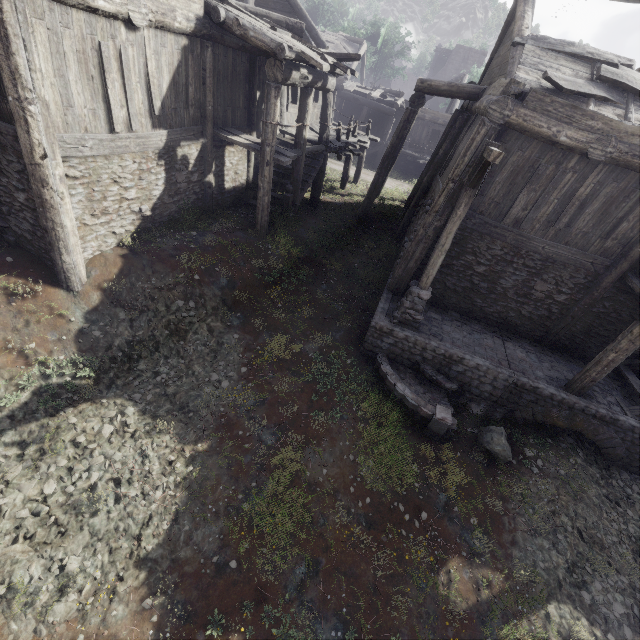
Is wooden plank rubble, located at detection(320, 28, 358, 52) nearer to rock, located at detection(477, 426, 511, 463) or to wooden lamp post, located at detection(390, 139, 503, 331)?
wooden lamp post, located at detection(390, 139, 503, 331)

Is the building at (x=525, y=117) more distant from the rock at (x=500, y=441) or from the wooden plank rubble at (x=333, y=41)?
the rock at (x=500, y=441)

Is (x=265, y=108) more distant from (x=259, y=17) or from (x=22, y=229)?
(x=22, y=229)

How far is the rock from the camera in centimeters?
793cm

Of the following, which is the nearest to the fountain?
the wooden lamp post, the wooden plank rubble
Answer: the wooden lamp post

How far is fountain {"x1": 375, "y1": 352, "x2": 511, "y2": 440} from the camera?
8.0 meters

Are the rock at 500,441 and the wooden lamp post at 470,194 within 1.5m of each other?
no

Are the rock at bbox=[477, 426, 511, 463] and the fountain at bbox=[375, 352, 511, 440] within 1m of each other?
yes
